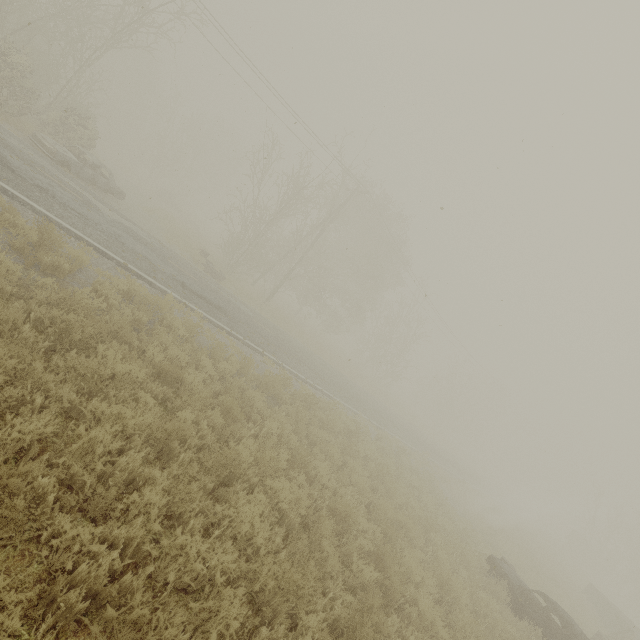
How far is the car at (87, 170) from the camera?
14.0m

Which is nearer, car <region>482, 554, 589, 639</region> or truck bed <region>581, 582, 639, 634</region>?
car <region>482, 554, 589, 639</region>

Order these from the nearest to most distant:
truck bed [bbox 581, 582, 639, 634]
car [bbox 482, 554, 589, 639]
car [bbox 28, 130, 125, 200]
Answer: car [bbox 482, 554, 589, 639], car [bbox 28, 130, 125, 200], truck bed [bbox 581, 582, 639, 634]

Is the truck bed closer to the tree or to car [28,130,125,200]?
the tree

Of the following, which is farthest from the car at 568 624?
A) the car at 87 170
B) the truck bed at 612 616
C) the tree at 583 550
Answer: the car at 87 170

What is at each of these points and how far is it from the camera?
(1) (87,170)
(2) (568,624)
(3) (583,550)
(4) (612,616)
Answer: (1) car, 15.5 meters
(2) car, 9.0 meters
(3) tree, 36.4 meters
(4) truck bed, 18.9 meters

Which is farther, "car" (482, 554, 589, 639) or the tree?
the tree

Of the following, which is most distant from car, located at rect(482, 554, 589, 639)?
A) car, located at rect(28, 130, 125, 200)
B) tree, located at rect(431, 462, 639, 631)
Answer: car, located at rect(28, 130, 125, 200)
